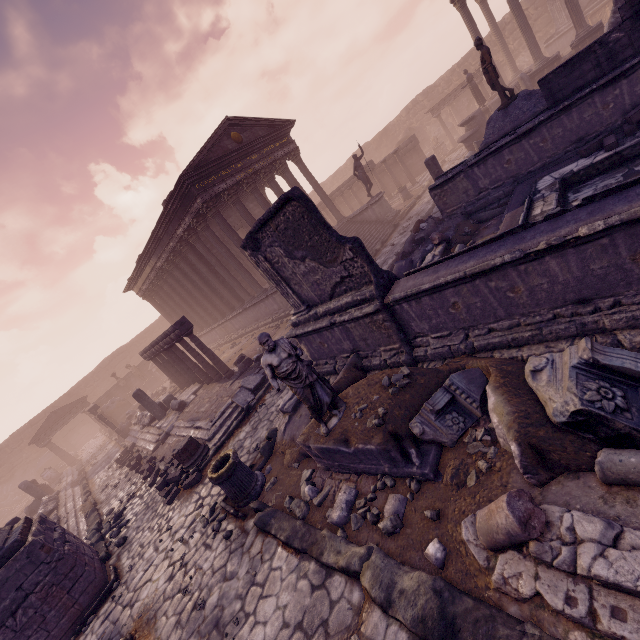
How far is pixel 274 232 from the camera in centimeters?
634cm

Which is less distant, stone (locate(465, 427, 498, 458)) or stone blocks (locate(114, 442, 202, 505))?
stone (locate(465, 427, 498, 458))

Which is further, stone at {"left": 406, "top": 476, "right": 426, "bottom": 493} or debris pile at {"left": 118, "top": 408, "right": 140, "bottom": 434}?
debris pile at {"left": 118, "top": 408, "right": 140, "bottom": 434}

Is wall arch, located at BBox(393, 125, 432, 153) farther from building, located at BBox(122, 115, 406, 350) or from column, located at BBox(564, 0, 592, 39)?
column, located at BBox(564, 0, 592, 39)

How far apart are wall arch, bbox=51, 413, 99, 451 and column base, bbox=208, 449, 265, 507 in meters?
34.3

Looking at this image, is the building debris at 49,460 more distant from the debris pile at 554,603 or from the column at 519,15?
the column at 519,15

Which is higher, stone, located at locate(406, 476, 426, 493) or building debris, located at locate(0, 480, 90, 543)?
building debris, located at locate(0, 480, 90, 543)

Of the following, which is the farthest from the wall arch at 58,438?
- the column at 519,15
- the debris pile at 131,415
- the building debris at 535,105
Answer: the column at 519,15
